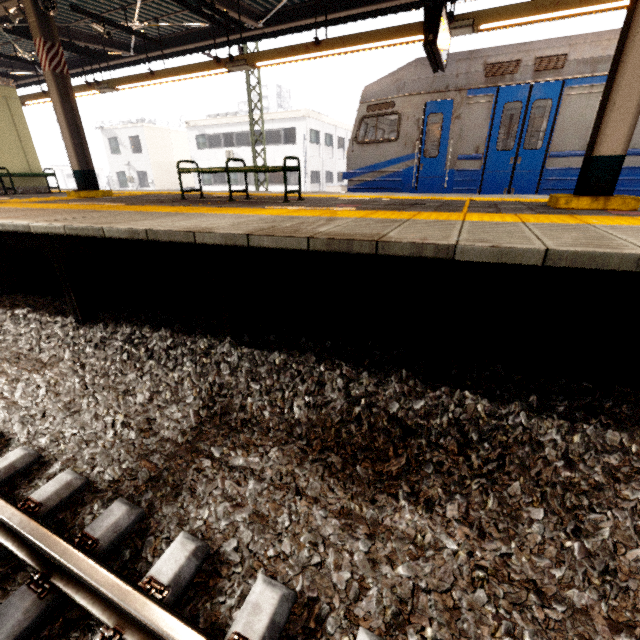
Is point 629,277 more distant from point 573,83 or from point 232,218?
point 573,83

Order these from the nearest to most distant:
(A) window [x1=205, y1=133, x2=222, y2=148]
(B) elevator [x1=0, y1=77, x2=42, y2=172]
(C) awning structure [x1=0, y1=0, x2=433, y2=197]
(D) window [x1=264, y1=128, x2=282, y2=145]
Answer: (C) awning structure [x1=0, y1=0, x2=433, y2=197] → (B) elevator [x1=0, y1=77, x2=42, y2=172] → (D) window [x1=264, y1=128, x2=282, y2=145] → (A) window [x1=205, y1=133, x2=222, y2=148]

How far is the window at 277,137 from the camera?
25.4 meters

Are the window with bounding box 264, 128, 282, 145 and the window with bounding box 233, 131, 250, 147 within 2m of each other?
yes

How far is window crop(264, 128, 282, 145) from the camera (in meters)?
25.41

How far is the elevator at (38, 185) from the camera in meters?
9.6 m

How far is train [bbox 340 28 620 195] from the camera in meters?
6.1

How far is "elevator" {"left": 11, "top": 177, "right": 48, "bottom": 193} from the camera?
9.6m
